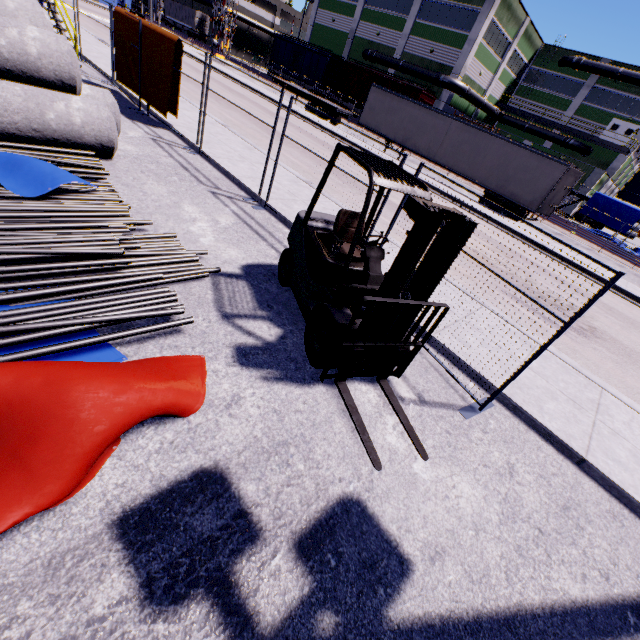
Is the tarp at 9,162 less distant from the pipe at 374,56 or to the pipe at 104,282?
the pipe at 104,282

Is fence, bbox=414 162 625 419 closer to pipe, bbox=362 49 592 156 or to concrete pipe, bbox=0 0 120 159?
concrete pipe, bbox=0 0 120 159

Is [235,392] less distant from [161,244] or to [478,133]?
[161,244]

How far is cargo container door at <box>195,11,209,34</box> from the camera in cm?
5436

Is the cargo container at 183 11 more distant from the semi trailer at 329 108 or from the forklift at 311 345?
the forklift at 311 345

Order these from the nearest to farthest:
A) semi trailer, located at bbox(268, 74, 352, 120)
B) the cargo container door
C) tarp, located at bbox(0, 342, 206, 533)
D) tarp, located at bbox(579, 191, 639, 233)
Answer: tarp, located at bbox(0, 342, 206, 533) < tarp, located at bbox(579, 191, 639, 233) < semi trailer, located at bbox(268, 74, 352, 120) < the cargo container door

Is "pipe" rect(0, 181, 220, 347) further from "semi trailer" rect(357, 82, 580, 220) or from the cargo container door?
the cargo container door

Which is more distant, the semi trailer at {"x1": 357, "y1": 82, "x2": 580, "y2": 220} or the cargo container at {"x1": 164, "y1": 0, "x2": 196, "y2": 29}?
the cargo container at {"x1": 164, "y1": 0, "x2": 196, "y2": 29}
